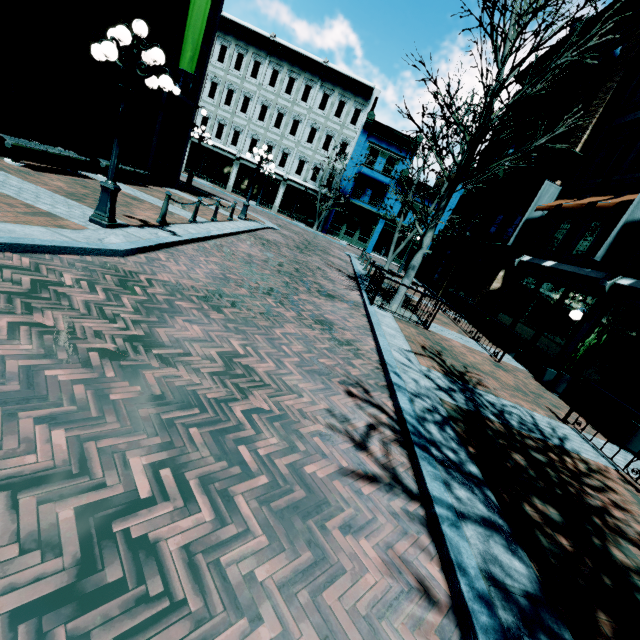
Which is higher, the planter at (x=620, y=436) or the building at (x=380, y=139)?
the building at (x=380, y=139)

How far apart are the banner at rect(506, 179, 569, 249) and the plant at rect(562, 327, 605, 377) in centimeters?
674cm

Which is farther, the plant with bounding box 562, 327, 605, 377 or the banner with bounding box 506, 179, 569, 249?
the banner with bounding box 506, 179, 569, 249

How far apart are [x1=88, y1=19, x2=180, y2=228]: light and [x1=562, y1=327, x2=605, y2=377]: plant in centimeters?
1161cm

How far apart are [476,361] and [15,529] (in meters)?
9.55

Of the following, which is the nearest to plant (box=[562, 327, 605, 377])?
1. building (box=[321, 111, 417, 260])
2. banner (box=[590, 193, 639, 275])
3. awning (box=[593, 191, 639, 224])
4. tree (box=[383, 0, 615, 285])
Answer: banner (box=[590, 193, 639, 275])

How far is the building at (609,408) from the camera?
8.96m

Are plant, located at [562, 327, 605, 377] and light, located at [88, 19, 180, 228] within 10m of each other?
no
